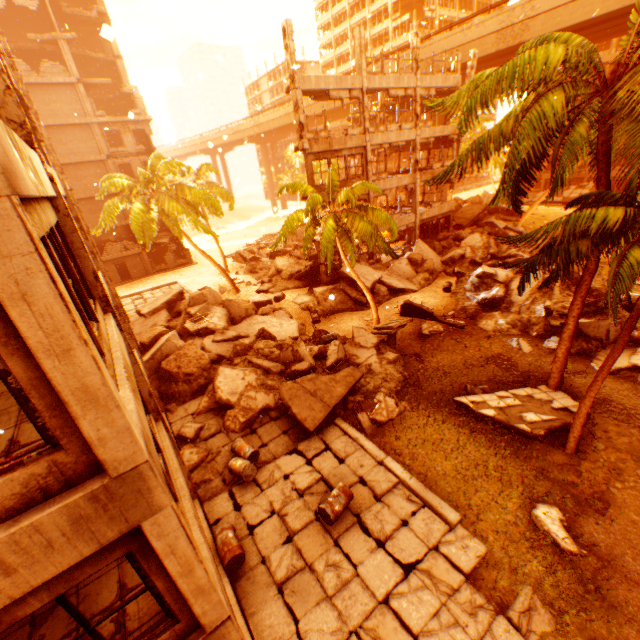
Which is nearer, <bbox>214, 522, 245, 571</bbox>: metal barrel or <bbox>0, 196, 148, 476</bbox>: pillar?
<bbox>0, 196, 148, 476</bbox>: pillar

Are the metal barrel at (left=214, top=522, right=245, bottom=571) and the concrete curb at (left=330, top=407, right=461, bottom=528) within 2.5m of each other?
no

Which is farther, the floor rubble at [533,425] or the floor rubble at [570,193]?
the floor rubble at [570,193]

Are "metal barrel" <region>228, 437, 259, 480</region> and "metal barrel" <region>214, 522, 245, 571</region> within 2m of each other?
yes

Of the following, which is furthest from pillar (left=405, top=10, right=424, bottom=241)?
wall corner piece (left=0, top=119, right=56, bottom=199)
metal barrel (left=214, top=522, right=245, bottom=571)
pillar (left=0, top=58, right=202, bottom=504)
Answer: metal barrel (left=214, top=522, right=245, bottom=571)

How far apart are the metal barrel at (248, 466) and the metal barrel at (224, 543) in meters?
1.3 m

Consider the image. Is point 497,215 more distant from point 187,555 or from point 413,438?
point 187,555

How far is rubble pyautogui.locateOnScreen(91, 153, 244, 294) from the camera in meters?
21.2
